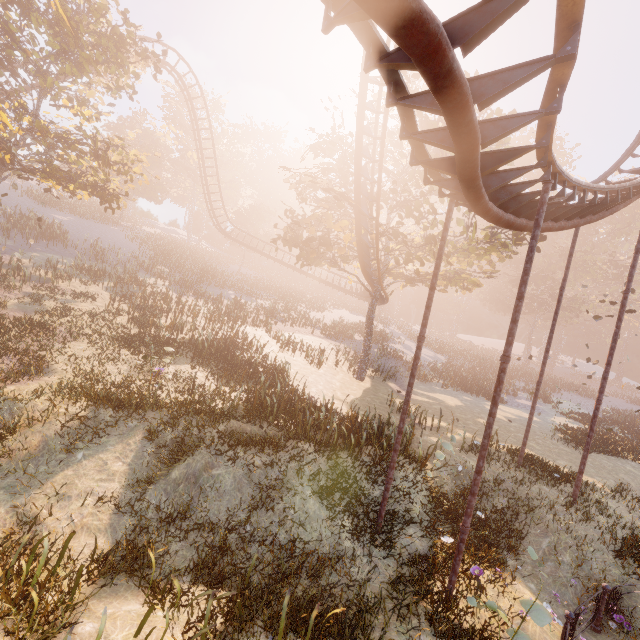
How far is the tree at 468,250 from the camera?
17.9m

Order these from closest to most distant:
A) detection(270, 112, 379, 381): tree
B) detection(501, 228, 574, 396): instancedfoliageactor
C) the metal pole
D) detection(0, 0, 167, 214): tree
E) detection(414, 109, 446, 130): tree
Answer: the metal pole
detection(0, 0, 167, 214): tree
detection(414, 109, 446, 130): tree
detection(270, 112, 379, 381): tree
detection(501, 228, 574, 396): instancedfoliageactor

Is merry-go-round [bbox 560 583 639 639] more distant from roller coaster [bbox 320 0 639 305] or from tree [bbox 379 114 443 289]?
tree [bbox 379 114 443 289]

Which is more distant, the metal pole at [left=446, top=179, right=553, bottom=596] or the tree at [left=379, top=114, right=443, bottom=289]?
the tree at [left=379, top=114, right=443, bottom=289]

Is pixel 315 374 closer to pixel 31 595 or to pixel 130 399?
pixel 130 399

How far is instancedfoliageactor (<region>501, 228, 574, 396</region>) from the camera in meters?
43.2

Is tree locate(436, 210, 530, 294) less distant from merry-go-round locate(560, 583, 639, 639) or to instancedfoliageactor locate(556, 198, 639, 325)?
merry-go-round locate(560, 583, 639, 639)

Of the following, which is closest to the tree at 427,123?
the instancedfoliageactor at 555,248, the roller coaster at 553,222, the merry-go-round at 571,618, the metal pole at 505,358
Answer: the roller coaster at 553,222
